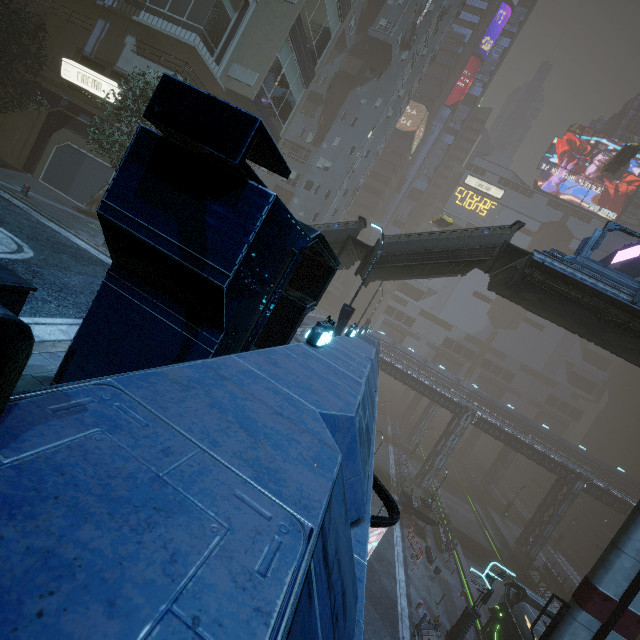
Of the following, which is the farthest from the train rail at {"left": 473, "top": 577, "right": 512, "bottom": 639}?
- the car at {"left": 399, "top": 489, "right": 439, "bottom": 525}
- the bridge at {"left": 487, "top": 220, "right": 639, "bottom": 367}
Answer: the bridge at {"left": 487, "top": 220, "right": 639, "bottom": 367}

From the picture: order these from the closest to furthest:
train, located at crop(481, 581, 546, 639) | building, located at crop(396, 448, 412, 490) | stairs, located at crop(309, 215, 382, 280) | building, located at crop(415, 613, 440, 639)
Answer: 1. stairs, located at crop(309, 215, 382, 280)
2. building, located at crop(415, 613, 440, 639)
3. train, located at crop(481, 581, 546, 639)
4. building, located at crop(396, 448, 412, 490)

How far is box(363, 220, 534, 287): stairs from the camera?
14.9m

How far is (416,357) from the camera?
54.1m

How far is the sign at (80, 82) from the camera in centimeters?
1970cm

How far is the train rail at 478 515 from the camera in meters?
29.9

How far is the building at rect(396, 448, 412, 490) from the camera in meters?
36.7 m
